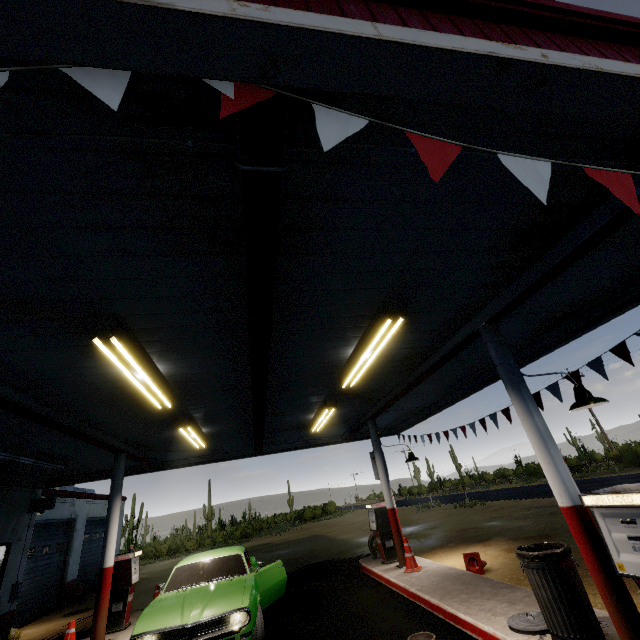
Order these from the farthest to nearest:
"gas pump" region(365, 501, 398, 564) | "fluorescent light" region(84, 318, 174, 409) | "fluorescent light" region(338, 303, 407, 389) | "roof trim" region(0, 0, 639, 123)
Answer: "gas pump" region(365, 501, 398, 564)
"fluorescent light" region(338, 303, 407, 389)
"fluorescent light" region(84, 318, 174, 409)
"roof trim" region(0, 0, 639, 123)

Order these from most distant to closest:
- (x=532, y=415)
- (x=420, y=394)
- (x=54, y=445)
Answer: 1. (x=420, y=394)
2. (x=54, y=445)
3. (x=532, y=415)

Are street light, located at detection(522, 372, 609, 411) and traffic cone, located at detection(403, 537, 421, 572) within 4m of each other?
no

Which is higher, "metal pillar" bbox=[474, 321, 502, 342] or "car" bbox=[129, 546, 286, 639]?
"metal pillar" bbox=[474, 321, 502, 342]

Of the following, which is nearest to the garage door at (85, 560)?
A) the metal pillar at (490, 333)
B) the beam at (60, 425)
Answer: the beam at (60, 425)

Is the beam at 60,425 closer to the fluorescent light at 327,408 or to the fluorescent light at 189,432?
the fluorescent light at 189,432

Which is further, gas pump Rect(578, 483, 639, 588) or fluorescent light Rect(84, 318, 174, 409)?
fluorescent light Rect(84, 318, 174, 409)

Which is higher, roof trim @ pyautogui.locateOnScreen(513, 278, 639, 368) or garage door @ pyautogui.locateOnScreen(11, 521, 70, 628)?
roof trim @ pyautogui.locateOnScreen(513, 278, 639, 368)
